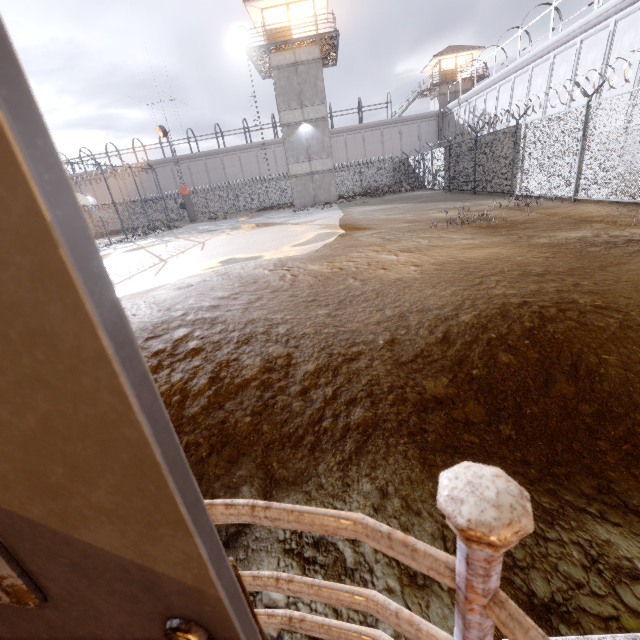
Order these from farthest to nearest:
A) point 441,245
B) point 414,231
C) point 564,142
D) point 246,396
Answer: point 564,142 → point 414,231 → point 441,245 → point 246,396

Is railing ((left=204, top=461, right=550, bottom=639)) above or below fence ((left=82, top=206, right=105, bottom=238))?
below

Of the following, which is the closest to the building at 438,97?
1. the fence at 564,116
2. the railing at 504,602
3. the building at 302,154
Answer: the fence at 564,116

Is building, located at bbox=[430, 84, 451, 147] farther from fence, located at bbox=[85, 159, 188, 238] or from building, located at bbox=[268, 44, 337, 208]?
building, located at bbox=[268, 44, 337, 208]

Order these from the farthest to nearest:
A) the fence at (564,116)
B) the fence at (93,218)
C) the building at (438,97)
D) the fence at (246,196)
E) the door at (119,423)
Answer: the building at (438,97)
the fence at (246,196)
the fence at (93,218)
the fence at (564,116)
the door at (119,423)

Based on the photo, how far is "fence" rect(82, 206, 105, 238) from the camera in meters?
33.2

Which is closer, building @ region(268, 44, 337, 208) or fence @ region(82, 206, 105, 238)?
building @ region(268, 44, 337, 208)
